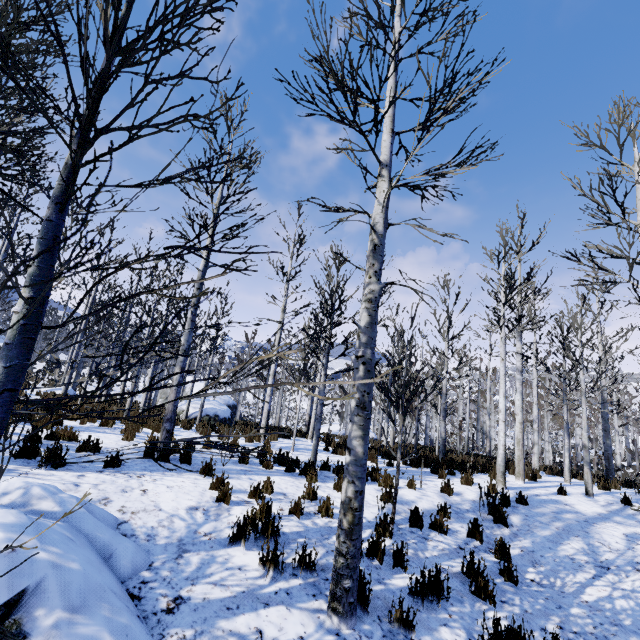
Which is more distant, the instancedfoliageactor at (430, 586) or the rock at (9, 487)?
the instancedfoliageactor at (430, 586)

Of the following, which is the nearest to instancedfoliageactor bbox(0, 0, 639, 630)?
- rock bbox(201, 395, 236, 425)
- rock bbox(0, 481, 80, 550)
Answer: rock bbox(0, 481, 80, 550)

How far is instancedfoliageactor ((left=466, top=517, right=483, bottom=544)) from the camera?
5.6 meters

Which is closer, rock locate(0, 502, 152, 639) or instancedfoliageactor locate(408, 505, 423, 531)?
rock locate(0, 502, 152, 639)

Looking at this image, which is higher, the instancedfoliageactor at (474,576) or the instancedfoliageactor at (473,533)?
the instancedfoliageactor at (473,533)

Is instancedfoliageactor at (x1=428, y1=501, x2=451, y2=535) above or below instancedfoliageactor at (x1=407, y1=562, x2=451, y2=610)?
above

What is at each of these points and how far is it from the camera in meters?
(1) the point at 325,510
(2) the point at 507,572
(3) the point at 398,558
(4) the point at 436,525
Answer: (1) instancedfoliageactor, 5.3 m
(2) instancedfoliageactor, 4.7 m
(3) instancedfoliageactor, 4.4 m
(4) instancedfoliageactor, 5.6 m

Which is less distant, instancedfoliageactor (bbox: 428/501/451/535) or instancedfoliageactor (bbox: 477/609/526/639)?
instancedfoliageactor (bbox: 477/609/526/639)
